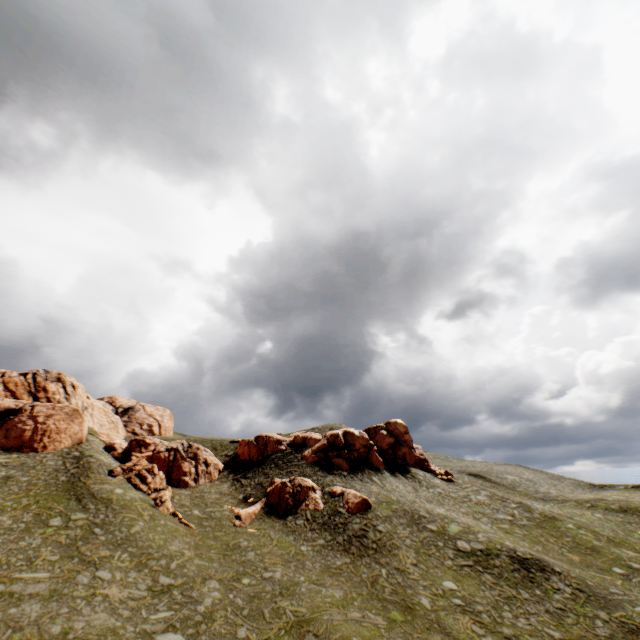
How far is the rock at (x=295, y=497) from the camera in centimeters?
3438cm

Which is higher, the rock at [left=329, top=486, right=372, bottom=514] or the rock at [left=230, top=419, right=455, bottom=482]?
the rock at [left=230, top=419, right=455, bottom=482]

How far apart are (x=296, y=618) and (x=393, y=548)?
11.77m

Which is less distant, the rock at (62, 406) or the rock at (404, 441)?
the rock at (62, 406)

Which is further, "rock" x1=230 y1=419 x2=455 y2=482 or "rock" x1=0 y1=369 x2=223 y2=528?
"rock" x1=230 y1=419 x2=455 y2=482

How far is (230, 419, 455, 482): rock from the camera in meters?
45.2

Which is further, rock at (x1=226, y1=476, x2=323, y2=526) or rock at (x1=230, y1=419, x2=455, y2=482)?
rock at (x1=230, y1=419, x2=455, y2=482)
